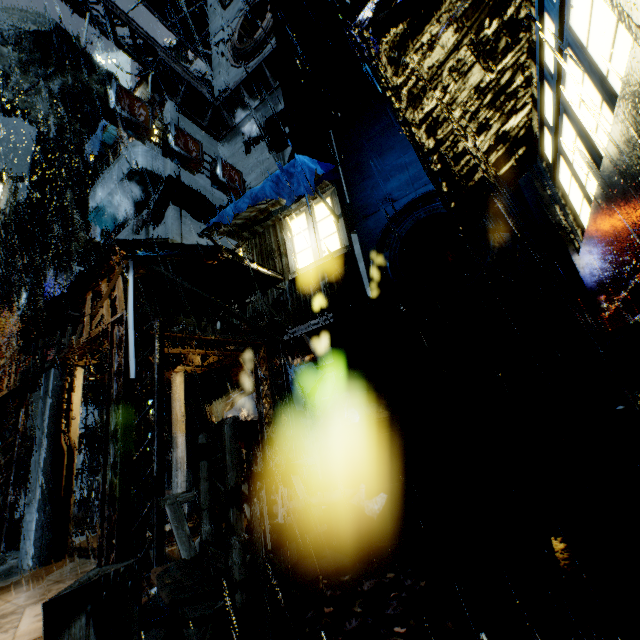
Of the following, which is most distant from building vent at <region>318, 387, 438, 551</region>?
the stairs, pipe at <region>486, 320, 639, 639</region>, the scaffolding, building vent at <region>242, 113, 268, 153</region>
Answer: building vent at <region>242, 113, 268, 153</region>

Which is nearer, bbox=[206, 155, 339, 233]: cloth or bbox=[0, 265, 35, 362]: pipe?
bbox=[206, 155, 339, 233]: cloth

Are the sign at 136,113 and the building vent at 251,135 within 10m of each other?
yes

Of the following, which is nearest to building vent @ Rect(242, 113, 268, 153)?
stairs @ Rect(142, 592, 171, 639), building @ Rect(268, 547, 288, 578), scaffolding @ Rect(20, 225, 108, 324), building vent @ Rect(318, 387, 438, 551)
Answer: scaffolding @ Rect(20, 225, 108, 324)

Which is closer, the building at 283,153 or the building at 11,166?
the building at 283,153

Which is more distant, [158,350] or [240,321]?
[240,321]

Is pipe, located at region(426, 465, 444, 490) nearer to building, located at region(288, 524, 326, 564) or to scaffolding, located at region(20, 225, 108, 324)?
building, located at region(288, 524, 326, 564)

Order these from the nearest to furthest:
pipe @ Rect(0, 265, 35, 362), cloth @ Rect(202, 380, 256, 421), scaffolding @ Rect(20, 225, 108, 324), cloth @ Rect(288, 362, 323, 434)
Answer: cloth @ Rect(288, 362, 323, 434), cloth @ Rect(202, 380, 256, 421), scaffolding @ Rect(20, 225, 108, 324), pipe @ Rect(0, 265, 35, 362)
